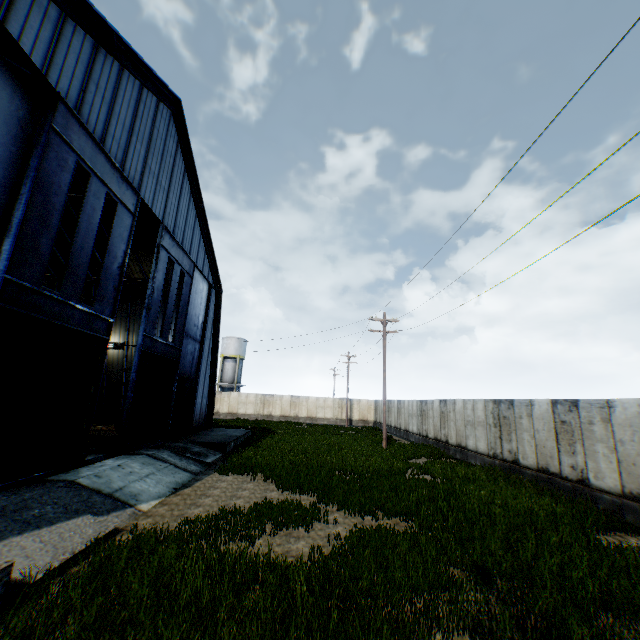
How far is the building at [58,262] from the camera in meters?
19.5

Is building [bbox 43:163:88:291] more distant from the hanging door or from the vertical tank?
the vertical tank

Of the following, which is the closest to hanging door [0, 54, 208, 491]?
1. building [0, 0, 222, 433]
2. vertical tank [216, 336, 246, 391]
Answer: building [0, 0, 222, 433]

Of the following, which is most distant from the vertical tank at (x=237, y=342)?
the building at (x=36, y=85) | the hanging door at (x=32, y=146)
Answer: the hanging door at (x=32, y=146)

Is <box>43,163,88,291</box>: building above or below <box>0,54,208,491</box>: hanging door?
above

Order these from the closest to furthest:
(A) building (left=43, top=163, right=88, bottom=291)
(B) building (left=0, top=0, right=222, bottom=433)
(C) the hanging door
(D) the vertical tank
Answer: (C) the hanging door
(B) building (left=0, top=0, right=222, bottom=433)
(A) building (left=43, top=163, right=88, bottom=291)
(D) the vertical tank

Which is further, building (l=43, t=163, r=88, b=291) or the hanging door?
building (l=43, t=163, r=88, b=291)

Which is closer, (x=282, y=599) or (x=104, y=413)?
(x=282, y=599)
